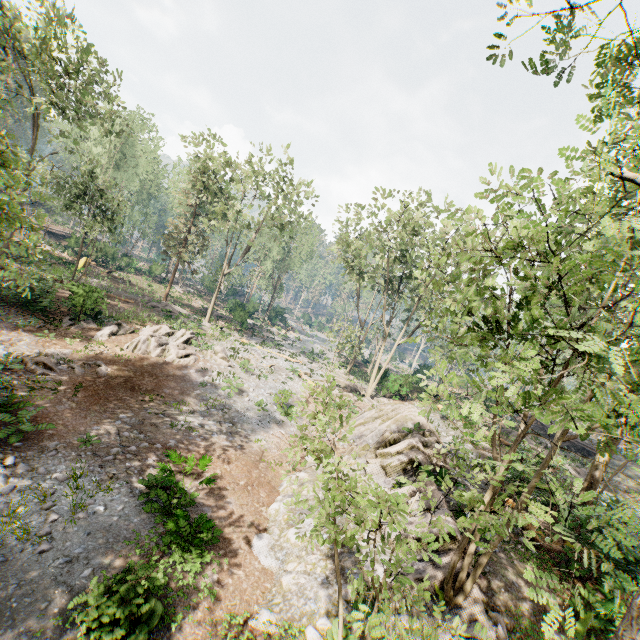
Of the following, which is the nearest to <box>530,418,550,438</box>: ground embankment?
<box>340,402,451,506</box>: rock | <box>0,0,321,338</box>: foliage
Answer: <box>0,0,321,338</box>: foliage

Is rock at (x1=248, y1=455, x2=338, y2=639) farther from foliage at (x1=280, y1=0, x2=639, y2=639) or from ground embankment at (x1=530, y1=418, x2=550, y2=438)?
ground embankment at (x1=530, y1=418, x2=550, y2=438)

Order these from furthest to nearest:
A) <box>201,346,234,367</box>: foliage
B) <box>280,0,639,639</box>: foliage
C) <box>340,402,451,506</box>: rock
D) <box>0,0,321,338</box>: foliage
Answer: <box>201,346,234,367</box>: foliage, <box>0,0,321,338</box>: foliage, <box>340,402,451,506</box>: rock, <box>280,0,639,639</box>: foliage

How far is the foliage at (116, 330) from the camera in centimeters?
2058cm

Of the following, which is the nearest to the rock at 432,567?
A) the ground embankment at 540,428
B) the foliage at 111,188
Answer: the foliage at 111,188

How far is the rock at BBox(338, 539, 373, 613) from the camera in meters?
7.6 m

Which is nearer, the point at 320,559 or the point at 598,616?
the point at 598,616
